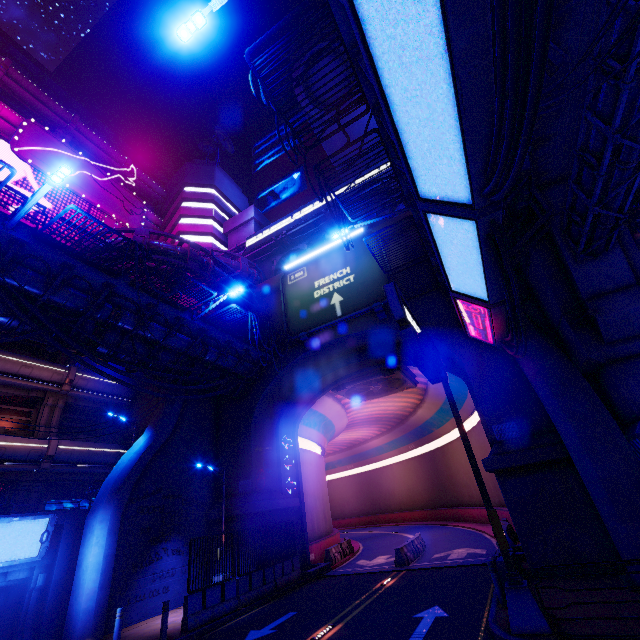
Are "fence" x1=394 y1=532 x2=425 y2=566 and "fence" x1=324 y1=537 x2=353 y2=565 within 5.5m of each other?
yes

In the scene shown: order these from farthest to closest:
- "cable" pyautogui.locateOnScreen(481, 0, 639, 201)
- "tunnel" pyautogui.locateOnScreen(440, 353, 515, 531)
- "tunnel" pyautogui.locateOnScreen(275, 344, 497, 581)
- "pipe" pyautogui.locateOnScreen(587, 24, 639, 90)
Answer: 1. "tunnel" pyautogui.locateOnScreen(275, 344, 497, 581)
2. "tunnel" pyautogui.locateOnScreen(440, 353, 515, 531)
3. "pipe" pyautogui.locateOnScreen(587, 24, 639, 90)
4. "cable" pyautogui.locateOnScreen(481, 0, 639, 201)

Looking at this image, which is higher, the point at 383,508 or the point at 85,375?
the point at 85,375

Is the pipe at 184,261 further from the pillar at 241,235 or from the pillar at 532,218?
the pillar at 532,218

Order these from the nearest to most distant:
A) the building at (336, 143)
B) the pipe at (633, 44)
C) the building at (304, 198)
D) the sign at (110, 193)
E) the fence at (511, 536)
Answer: the pipe at (633, 44)
the fence at (511, 536)
the sign at (110, 193)
the building at (336, 143)
the building at (304, 198)

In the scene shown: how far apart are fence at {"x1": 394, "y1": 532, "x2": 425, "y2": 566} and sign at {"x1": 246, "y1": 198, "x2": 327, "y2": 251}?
23.4m

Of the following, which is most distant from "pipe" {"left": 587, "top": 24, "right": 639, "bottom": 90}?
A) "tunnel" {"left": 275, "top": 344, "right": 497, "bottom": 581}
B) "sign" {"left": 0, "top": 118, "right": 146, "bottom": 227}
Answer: "sign" {"left": 0, "top": 118, "right": 146, "bottom": 227}

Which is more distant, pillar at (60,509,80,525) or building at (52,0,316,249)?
building at (52,0,316,249)
